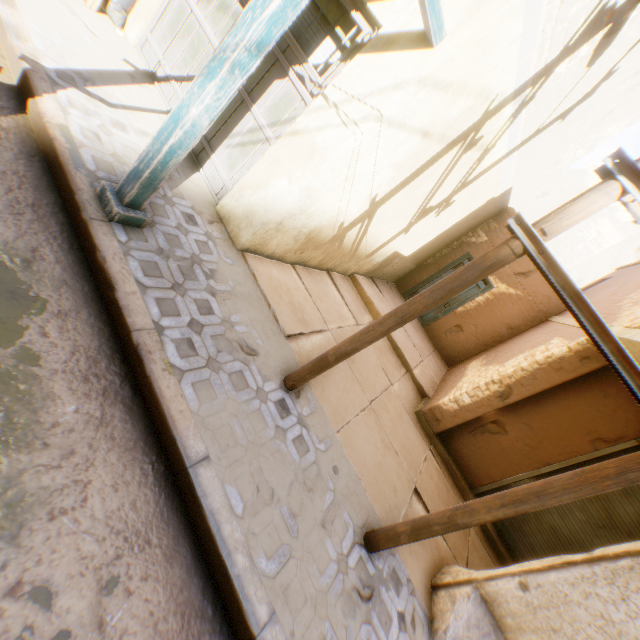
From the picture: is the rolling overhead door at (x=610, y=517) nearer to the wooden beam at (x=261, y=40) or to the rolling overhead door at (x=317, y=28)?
the wooden beam at (x=261, y=40)

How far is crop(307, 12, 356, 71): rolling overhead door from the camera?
3.7m

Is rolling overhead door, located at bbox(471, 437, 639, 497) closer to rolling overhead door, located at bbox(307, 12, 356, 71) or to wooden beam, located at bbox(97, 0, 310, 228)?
wooden beam, located at bbox(97, 0, 310, 228)

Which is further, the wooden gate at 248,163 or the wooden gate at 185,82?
the wooden gate at 185,82

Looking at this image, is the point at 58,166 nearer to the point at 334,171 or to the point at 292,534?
the point at 334,171

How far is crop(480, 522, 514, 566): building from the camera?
5.75m

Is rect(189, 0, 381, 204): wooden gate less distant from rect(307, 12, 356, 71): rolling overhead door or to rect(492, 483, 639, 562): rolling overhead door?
rect(307, 12, 356, 71): rolling overhead door

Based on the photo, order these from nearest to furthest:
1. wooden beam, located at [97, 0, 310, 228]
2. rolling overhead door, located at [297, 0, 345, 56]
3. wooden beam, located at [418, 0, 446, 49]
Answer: wooden beam, located at [97, 0, 310, 228]
wooden beam, located at [418, 0, 446, 49]
rolling overhead door, located at [297, 0, 345, 56]
